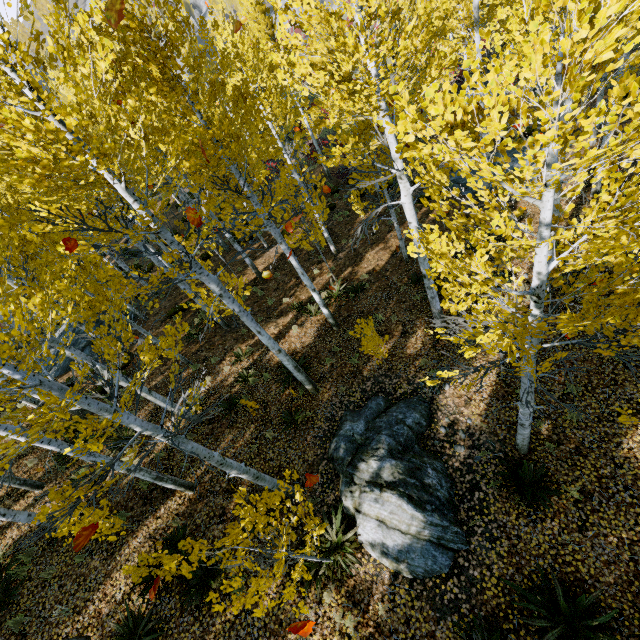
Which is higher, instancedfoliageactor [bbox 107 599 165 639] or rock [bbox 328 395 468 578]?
instancedfoliageactor [bbox 107 599 165 639]

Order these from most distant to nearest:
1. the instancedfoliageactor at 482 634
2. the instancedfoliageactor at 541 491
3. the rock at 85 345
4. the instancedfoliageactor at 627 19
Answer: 1. the rock at 85 345
2. the instancedfoliageactor at 541 491
3. the instancedfoliageactor at 482 634
4. the instancedfoliageactor at 627 19

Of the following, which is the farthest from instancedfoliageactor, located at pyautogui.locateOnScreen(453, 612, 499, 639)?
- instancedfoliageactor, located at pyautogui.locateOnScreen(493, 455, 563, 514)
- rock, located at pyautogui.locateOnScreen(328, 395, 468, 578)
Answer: rock, located at pyautogui.locateOnScreen(328, 395, 468, 578)

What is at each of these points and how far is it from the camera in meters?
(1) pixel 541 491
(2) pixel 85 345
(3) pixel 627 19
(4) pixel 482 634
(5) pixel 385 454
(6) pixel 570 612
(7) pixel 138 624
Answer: (1) instancedfoliageactor, 6.2 m
(2) rock, 15.3 m
(3) instancedfoliageactor, 4.3 m
(4) instancedfoliageactor, 5.2 m
(5) rock, 7.3 m
(6) instancedfoliageactor, 5.0 m
(7) instancedfoliageactor, 6.4 m

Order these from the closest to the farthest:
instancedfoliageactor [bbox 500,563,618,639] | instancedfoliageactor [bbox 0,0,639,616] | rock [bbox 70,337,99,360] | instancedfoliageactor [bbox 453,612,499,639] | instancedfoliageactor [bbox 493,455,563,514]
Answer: instancedfoliageactor [bbox 0,0,639,616], instancedfoliageactor [bbox 453,612,499,639], instancedfoliageactor [bbox 500,563,618,639], instancedfoliageactor [bbox 493,455,563,514], rock [bbox 70,337,99,360]

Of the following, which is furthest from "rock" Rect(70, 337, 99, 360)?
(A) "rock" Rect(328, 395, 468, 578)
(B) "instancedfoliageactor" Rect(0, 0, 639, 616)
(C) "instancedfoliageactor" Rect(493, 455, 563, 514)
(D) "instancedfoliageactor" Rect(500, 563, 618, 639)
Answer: (D) "instancedfoliageactor" Rect(500, 563, 618, 639)

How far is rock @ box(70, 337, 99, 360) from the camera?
14.9m

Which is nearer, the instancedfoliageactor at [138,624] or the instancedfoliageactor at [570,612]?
the instancedfoliageactor at [570,612]
